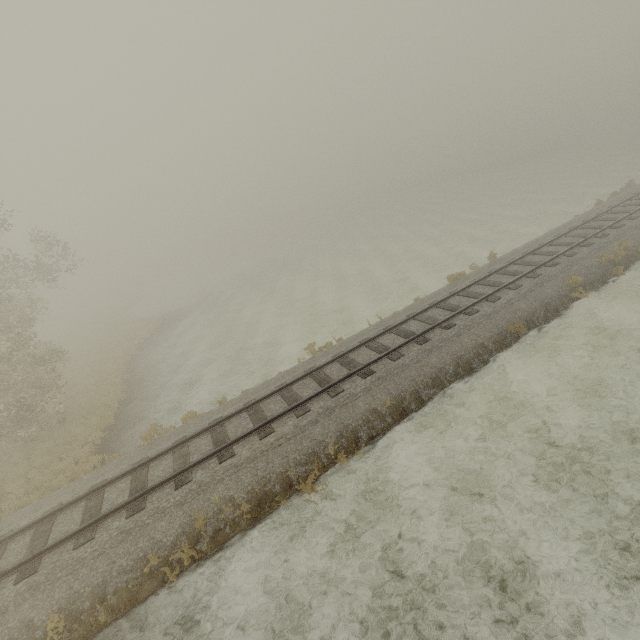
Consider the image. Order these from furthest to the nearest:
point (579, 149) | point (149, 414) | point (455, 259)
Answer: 1. point (579, 149)
2. point (455, 259)
3. point (149, 414)
